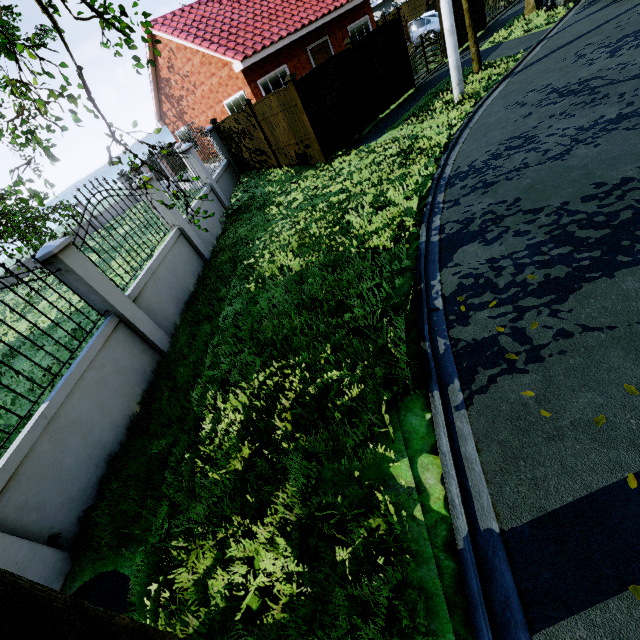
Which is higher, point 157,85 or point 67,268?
point 157,85

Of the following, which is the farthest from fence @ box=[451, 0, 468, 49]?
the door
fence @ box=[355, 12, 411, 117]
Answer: fence @ box=[355, 12, 411, 117]

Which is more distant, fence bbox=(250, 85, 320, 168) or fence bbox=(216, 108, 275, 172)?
fence bbox=(216, 108, 275, 172)

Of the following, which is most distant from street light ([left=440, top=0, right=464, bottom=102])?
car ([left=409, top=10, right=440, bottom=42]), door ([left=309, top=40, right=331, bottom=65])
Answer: car ([left=409, top=10, right=440, bottom=42])

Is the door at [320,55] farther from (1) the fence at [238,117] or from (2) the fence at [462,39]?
(1) the fence at [238,117]

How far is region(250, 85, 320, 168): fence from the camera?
10.3m

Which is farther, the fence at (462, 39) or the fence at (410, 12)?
the fence at (410, 12)

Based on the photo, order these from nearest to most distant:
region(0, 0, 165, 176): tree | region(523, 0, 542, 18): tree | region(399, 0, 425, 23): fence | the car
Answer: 1. region(0, 0, 165, 176): tree
2. region(523, 0, 542, 18): tree
3. the car
4. region(399, 0, 425, 23): fence
